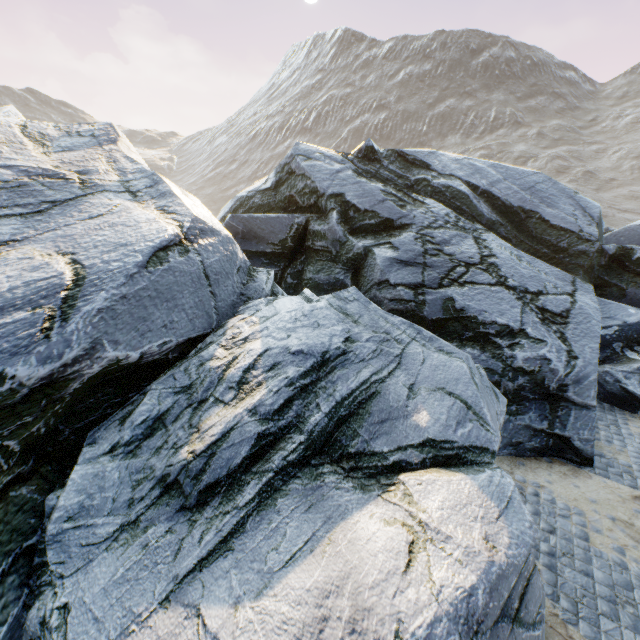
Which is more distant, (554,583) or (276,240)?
(276,240)
